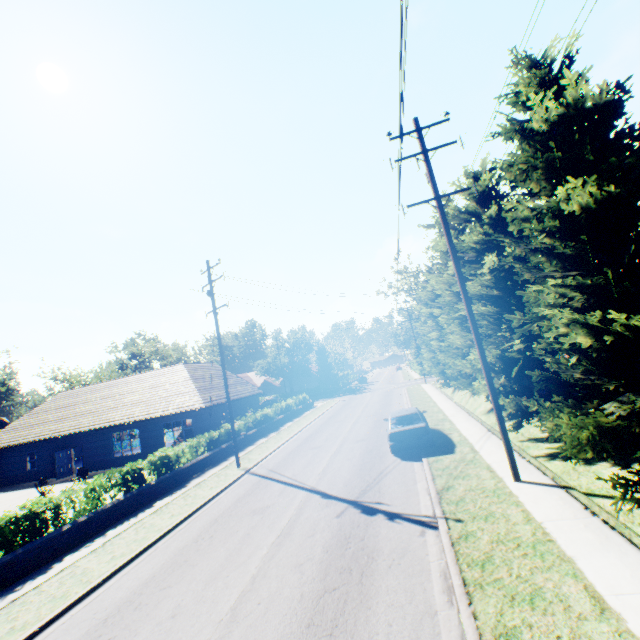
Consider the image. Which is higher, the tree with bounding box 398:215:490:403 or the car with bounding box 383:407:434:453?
the tree with bounding box 398:215:490:403

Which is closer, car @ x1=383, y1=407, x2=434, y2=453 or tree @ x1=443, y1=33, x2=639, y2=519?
tree @ x1=443, y1=33, x2=639, y2=519

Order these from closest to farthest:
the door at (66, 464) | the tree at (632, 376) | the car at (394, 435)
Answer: the tree at (632, 376), the car at (394, 435), the door at (66, 464)

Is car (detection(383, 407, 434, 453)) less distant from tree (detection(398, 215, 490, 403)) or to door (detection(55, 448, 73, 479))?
tree (detection(398, 215, 490, 403))

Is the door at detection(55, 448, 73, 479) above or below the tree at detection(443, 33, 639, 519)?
below

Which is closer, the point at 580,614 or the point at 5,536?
the point at 580,614

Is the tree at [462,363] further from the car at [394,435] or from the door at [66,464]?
the door at [66,464]

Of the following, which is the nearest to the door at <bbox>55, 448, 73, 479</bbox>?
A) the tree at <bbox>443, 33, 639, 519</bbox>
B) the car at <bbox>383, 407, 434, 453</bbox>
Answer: the tree at <bbox>443, 33, 639, 519</bbox>
